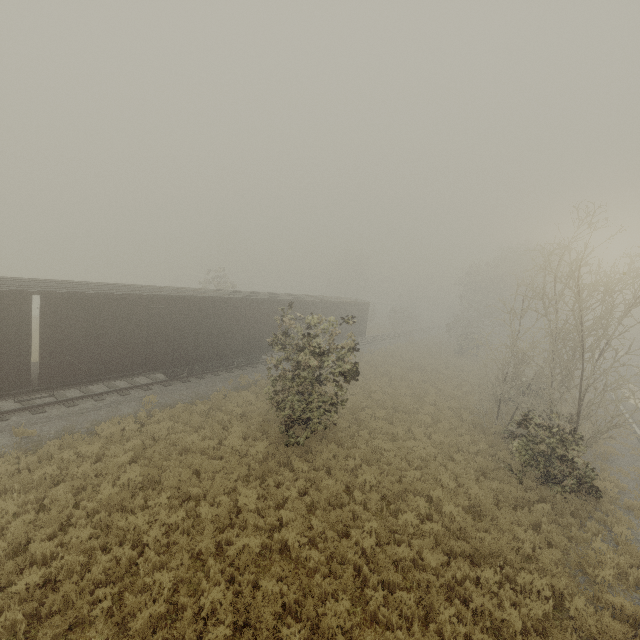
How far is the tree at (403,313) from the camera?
52.8 meters

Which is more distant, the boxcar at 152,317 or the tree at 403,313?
the tree at 403,313

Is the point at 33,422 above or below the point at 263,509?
above

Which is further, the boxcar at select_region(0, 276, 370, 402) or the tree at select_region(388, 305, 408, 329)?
the tree at select_region(388, 305, 408, 329)

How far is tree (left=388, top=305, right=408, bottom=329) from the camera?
52.8m
